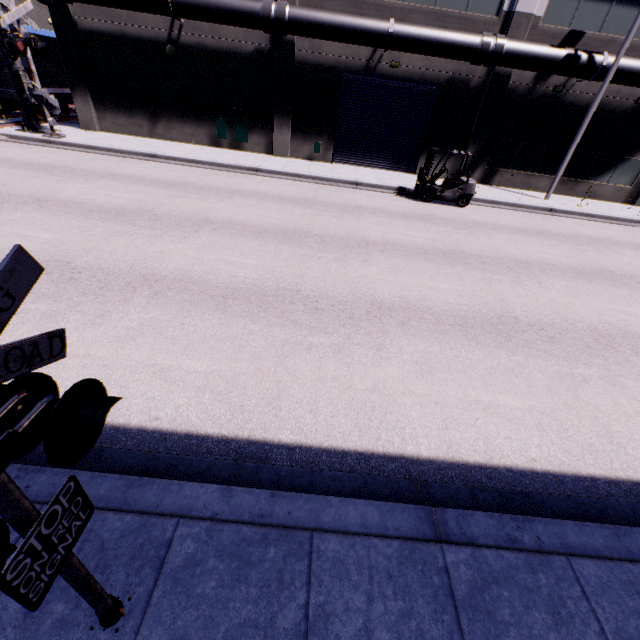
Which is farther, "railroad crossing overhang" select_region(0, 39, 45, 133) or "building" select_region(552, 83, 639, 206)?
"building" select_region(552, 83, 639, 206)

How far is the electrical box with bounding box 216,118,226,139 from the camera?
17.9m

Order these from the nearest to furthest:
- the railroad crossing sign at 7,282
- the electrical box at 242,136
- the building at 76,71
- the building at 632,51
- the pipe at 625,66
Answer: the railroad crossing sign at 7,282
the pipe at 625,66
the building at 632,51
the building at 76,71
the electrical box at 242,136

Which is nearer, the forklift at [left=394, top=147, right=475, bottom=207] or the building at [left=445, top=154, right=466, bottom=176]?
the forklift at [left=394, top=147, right=475, bottom=207]

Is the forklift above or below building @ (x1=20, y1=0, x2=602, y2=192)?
below

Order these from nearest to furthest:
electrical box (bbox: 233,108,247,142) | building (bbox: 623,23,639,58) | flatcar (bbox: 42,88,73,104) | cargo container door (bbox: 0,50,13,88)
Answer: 1. building (bbox: 623,23,639,58)
2. cargo container door (bbox: 0,50,13,88)
3. electrical box (bbox: 233,108,247,142)
4. flatcar (bbox: 42,88,73,104)

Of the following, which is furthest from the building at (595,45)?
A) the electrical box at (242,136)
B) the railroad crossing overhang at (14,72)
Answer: the railroad crossing overhang at (14,72)

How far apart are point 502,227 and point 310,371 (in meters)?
12.10
